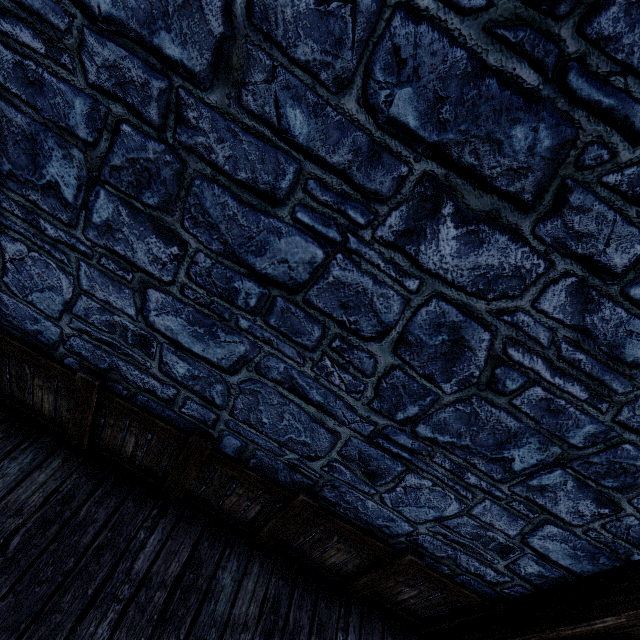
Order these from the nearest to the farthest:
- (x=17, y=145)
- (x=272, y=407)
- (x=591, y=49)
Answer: (x=591, y=49) → (x=17, y=145) → (x=272, y=407)
